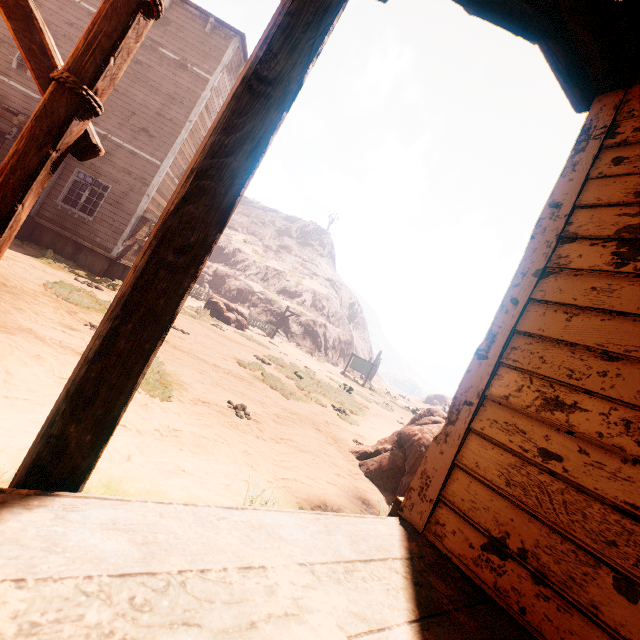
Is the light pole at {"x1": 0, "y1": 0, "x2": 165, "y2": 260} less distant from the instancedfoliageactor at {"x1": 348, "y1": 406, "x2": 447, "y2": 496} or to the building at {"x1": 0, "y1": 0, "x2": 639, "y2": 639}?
the building at {"x1": 0, "y1": 0, "x2": 639, "y2": 639}

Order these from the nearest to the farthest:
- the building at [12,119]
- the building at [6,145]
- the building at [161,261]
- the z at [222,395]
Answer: the building at [161,261], the z at [222,395], the building at [12,119], the building at [6,145]

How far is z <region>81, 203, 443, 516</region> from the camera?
3.1 meters

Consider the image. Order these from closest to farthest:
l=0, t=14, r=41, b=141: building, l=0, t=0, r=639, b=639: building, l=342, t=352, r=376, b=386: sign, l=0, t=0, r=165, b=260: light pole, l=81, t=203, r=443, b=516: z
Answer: l=0, t=0, r=639, b=639: building → l=0, t=0, r=165, b=260: light pole → l=81, t=203, r=443, b=516: z → l=0, t=14, r=41, b=141: building → l=342, t=352, r=376, b=386: sign

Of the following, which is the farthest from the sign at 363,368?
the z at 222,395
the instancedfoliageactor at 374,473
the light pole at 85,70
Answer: the light pole at 85,70

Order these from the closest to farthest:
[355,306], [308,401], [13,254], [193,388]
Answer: [193,388] < [13,254] < [308,401] < [355,306]

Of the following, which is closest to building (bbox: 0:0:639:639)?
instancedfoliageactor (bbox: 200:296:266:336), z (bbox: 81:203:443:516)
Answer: z (bbox: 81:203:443:516)

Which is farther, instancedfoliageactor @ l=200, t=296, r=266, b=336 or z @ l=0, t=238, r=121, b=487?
instancedfoliageactor @ l=200, t=296, r=266, b=336
